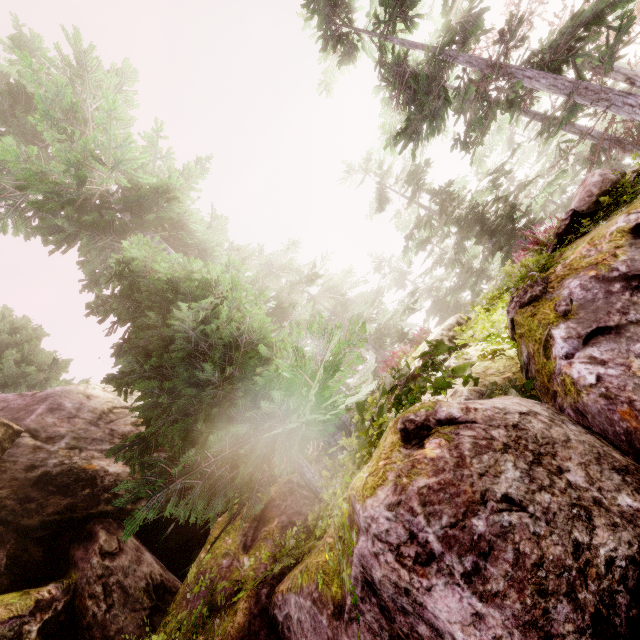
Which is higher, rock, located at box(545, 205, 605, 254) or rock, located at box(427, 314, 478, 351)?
rock, located at box(427, 314, 478, 351)

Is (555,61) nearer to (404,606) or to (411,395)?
(411,395)

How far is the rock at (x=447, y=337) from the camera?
7.61m

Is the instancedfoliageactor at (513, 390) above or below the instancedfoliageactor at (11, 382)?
below

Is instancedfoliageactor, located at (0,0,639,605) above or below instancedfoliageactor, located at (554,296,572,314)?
above

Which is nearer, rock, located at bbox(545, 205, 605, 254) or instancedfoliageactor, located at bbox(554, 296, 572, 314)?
instancedfoliageactor, located at bbox(554, 296, 572, 314)

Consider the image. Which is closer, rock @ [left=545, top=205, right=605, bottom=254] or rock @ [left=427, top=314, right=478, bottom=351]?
rock @ [left=545, top=205, right=605, bottom=254]

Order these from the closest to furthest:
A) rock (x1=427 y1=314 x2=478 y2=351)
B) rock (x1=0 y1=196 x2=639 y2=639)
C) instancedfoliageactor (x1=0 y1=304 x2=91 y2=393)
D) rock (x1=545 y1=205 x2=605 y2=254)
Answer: rock (x1=0 y1=196 x2=639 y2=639) → rock (x1=545 y1=205 x2=605 y2=254) → rock (x1=427 y1=314 x2=478 y2=351) → instancedfoliageactor (x1=0 y1=304 x2=91 y2=393)
